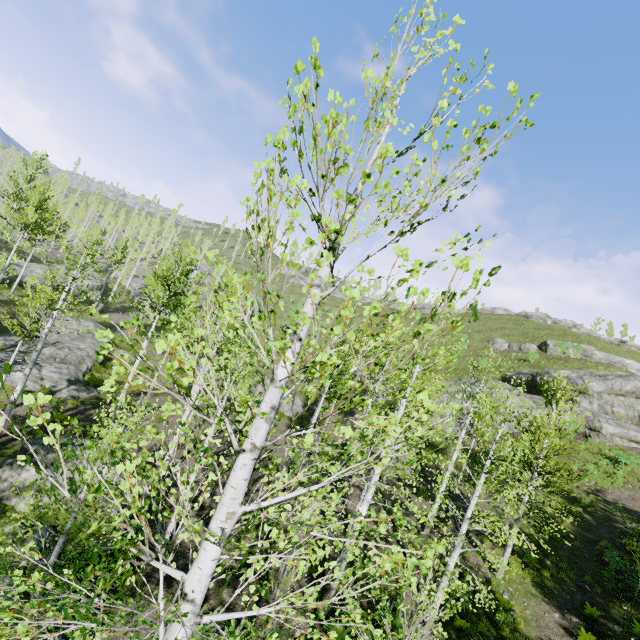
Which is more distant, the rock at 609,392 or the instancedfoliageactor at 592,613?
the rock at 609,392

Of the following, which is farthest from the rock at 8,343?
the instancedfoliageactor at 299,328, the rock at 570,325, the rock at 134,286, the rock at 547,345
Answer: the rock at 570,325

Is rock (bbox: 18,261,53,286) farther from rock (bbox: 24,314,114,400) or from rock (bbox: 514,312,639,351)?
rock (bbox: 514,312,639,351)

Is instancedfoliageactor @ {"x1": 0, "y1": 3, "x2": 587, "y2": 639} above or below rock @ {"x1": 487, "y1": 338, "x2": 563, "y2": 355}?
below

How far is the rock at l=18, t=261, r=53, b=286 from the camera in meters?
32.0 m

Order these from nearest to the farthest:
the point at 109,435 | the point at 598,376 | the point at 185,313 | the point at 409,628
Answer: the point at 409,628 < the point at 109,435 < the point at 185,313 < the point at 598,376

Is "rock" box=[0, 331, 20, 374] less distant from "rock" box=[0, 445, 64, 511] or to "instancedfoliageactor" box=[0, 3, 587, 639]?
"instancedfoliageactor" box=[0, 3, 587, 639]

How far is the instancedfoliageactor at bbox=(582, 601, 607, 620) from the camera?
11.1m
